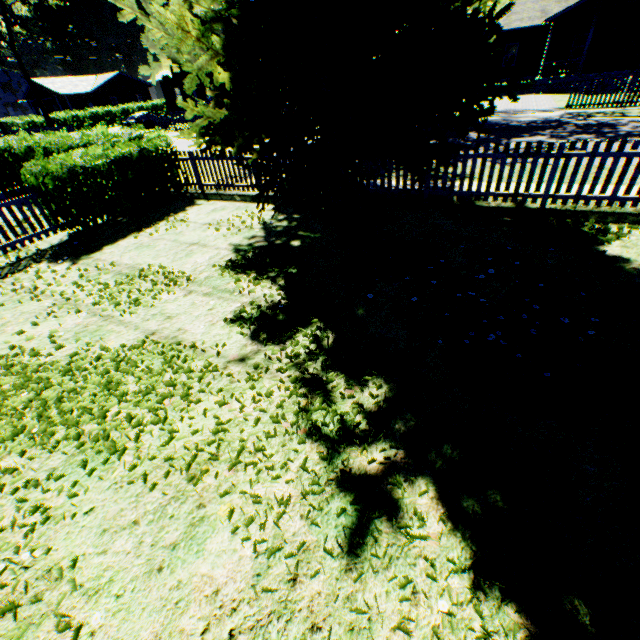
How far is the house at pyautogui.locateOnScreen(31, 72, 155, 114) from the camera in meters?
47.9

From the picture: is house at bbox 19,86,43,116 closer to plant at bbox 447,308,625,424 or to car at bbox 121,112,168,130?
car at bbox 121,112,168,130

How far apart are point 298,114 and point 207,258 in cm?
347

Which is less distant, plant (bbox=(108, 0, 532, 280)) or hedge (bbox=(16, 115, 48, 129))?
plant (bbox=(108, 0, 532, 280))

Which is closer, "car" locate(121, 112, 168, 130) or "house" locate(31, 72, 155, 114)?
"car" locate(121, 112, 168, 130)

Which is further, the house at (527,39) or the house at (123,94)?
the house at (123,94)

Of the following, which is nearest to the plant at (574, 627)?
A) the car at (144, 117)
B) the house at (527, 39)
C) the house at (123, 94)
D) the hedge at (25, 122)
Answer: the car at (144, 117)

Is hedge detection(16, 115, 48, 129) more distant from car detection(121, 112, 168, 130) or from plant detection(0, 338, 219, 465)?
plant detection(0, 338, 219, 465)
